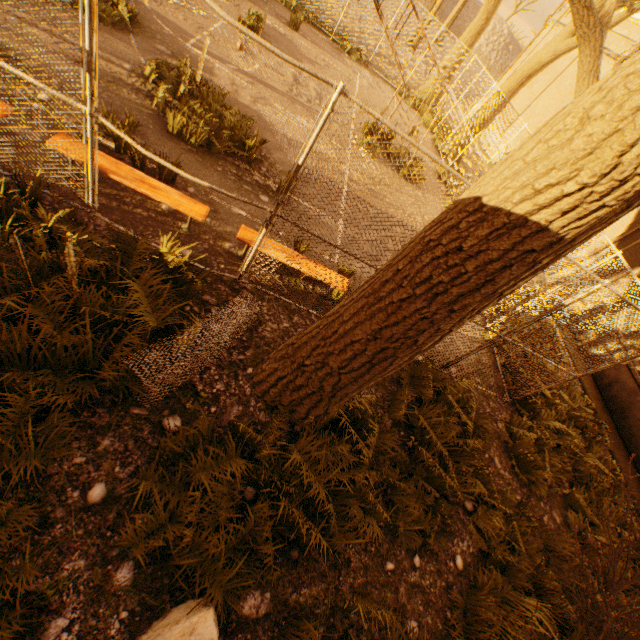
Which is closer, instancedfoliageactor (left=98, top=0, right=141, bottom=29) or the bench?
the bench

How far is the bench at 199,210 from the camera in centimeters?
427cm

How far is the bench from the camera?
4.27m

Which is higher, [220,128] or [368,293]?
[368,293]

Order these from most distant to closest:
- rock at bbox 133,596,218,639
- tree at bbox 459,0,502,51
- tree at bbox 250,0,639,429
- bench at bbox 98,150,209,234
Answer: tree at bbox 459,0,502,51
bench at bbox 98,150,209,234
rock at bbox 133,596,218,639
tree at bbox 250,0,639,429

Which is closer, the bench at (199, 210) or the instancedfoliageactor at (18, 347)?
the instancedfoliageactor at (18, 347)

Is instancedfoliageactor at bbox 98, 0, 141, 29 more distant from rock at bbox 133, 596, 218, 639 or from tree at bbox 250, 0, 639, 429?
rock at bbox 133, 596, 218, 639

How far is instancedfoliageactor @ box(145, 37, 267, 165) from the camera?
5.86m
